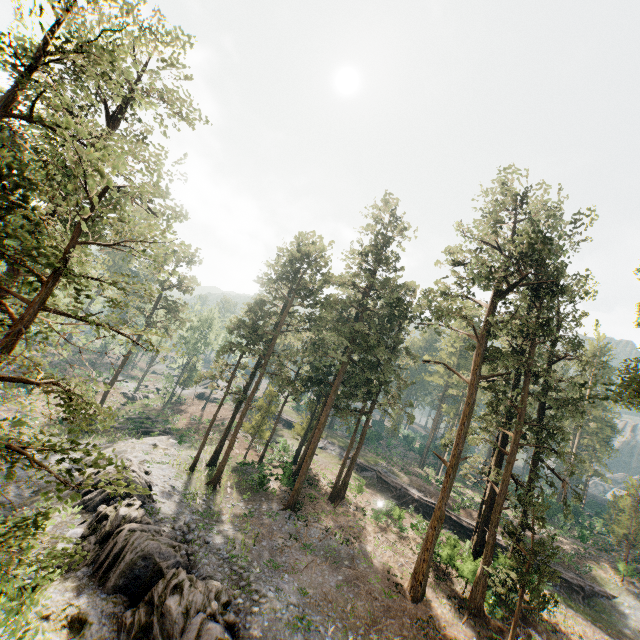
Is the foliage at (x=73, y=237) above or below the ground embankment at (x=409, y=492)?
above

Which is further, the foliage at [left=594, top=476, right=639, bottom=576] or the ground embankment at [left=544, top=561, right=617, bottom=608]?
the foliage at [left=594, top=476, right=639, bottom=576]

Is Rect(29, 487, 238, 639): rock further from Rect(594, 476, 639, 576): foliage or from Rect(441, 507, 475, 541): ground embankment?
Rect(441, 507, 475, 541): ground embankment

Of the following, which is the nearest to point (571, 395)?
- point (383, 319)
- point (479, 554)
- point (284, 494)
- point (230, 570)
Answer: point (479, 554)

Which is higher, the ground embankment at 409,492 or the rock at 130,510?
the ground embankment at 409,492

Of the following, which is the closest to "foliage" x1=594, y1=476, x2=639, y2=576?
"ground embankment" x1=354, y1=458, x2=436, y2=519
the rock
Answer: "ground embankment" x1=354, y1=458, x2=436, y2=519

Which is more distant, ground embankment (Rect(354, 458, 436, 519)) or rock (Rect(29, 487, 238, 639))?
ground embankment (Rect(354, 458, 436, 519))
